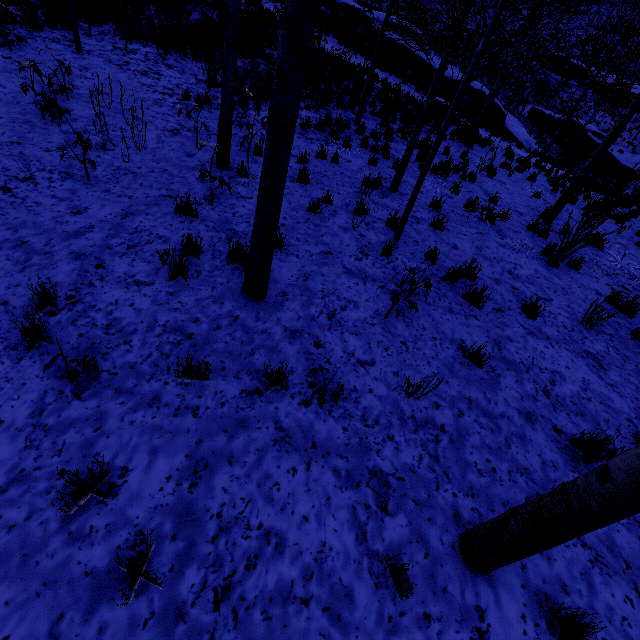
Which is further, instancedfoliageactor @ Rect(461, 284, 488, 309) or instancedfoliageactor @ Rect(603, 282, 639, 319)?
instancedfoliageactor @ Rect(603, 282, 639, 319)

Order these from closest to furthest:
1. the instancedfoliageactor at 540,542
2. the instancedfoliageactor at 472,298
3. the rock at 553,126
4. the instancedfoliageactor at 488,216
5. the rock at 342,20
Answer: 1. the instancedfoliageactor at 540,542
2. the instancedfoliageactor at 472,298
3. the instancedfoliageactor at 488,216
4. the rock at 342,20
5. the rock at 553,126

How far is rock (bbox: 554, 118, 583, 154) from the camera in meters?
23.9 m

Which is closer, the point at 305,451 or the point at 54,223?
the point at 305,451

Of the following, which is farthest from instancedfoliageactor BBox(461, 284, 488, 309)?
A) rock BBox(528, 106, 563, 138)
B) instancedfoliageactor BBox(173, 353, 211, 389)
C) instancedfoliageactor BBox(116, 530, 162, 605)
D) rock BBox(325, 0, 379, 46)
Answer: rock BBox(528, 106, 563, 138)

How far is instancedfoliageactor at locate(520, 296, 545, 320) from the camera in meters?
5.2

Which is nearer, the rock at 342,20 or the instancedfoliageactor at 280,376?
the instancedfoliageactor at 280,376

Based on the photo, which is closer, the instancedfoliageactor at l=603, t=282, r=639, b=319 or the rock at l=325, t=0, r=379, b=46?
the instancedfoliageactor at l=603, t=282, r=639, b=319
